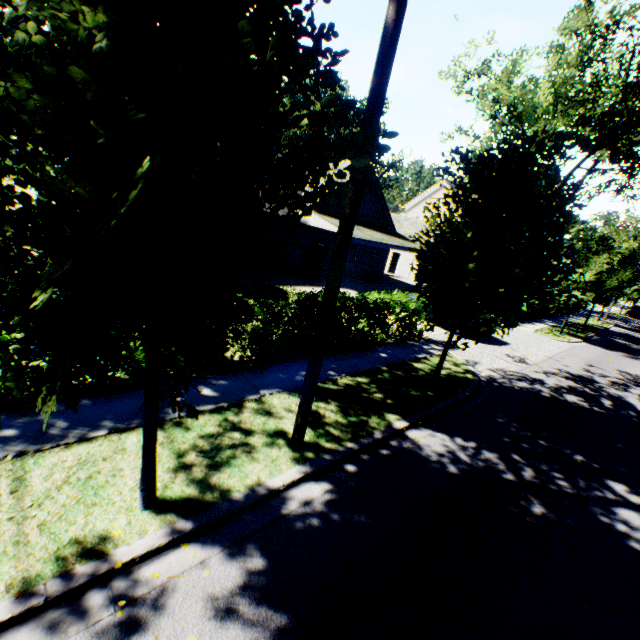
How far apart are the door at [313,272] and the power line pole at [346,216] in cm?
1574

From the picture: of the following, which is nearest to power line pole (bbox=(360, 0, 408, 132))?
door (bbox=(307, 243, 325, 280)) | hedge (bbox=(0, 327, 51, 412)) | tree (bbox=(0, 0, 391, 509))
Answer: tree (bbox=(0, 0, 391, 509))

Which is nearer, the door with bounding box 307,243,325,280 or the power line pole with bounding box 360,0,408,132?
the power line pole with bounding box 360,0,408,132

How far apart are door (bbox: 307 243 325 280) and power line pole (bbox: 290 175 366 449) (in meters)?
15.74

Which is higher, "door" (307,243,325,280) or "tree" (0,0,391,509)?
"tree" (0,0,391,509)

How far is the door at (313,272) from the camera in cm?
2033

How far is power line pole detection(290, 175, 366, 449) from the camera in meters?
4.3

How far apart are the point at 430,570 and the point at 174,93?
5.5 meters
